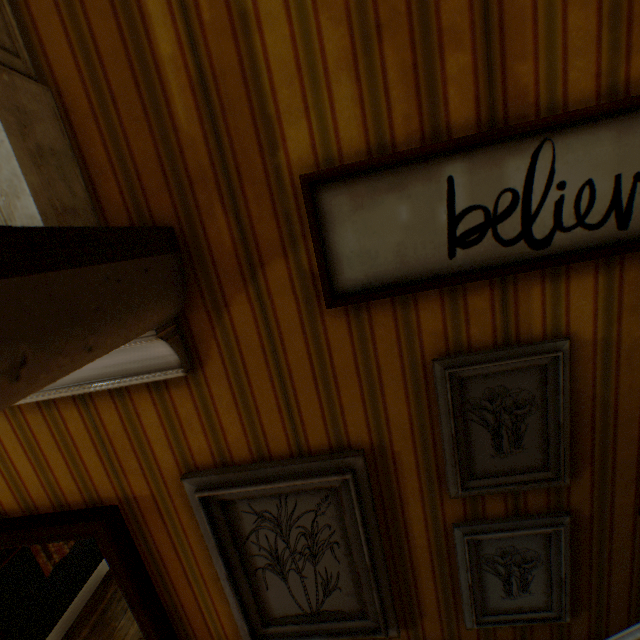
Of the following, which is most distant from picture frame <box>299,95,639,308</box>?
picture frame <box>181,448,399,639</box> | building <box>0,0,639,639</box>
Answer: picture frame <box>181,448,399,639</box>

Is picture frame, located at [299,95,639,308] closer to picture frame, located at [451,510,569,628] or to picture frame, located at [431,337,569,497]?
picture frame, located at [431,337,569,497]

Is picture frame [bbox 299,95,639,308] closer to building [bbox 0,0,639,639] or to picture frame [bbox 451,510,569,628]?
building [bbox 0,0,639,639]

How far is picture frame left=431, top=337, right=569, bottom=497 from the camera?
1.1m

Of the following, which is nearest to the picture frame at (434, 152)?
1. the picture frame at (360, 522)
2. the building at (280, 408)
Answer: the building at (280, 408)

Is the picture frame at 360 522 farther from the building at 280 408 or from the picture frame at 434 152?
the picture frame at 434 152

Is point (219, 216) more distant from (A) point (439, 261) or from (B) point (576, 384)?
(B) point (576, 384)

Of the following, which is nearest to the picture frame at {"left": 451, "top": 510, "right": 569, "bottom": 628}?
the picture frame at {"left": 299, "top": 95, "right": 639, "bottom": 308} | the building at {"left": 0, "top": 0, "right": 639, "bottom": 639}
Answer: the building at {"left": 0, "top": 0, "right": 639, "bottom": 639}
